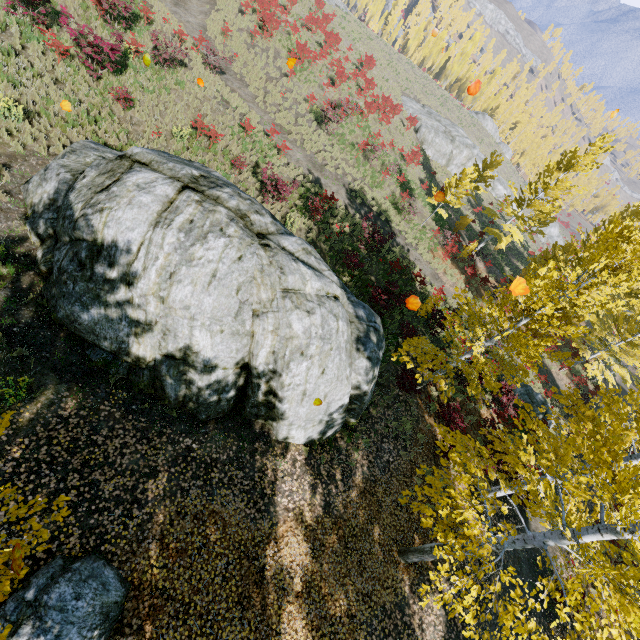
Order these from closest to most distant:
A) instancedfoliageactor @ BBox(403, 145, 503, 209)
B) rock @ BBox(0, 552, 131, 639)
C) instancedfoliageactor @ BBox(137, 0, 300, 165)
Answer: rock @ BBox(0, 552, 131, 639), instancedfoliageactor @ BBox(137, 0, 300, 165), instancedfoliageactor @ BBox(403, 145, 503, 209)

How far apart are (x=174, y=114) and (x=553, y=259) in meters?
28.1 m

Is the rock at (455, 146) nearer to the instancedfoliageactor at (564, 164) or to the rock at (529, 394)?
the instancedfoliageactor at (564, 164)

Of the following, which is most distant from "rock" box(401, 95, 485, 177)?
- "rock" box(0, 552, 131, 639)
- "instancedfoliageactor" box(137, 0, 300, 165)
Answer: "rock" box(0, 552, 131, 639)

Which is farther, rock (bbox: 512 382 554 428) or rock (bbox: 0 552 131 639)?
rock (bbox: 512 382 554 428)

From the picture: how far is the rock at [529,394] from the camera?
17.4 meters

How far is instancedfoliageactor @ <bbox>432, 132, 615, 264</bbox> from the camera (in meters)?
21.59

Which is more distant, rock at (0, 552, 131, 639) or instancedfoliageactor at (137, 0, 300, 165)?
instancedfoliageactor at (137, 0, 300, 165)
